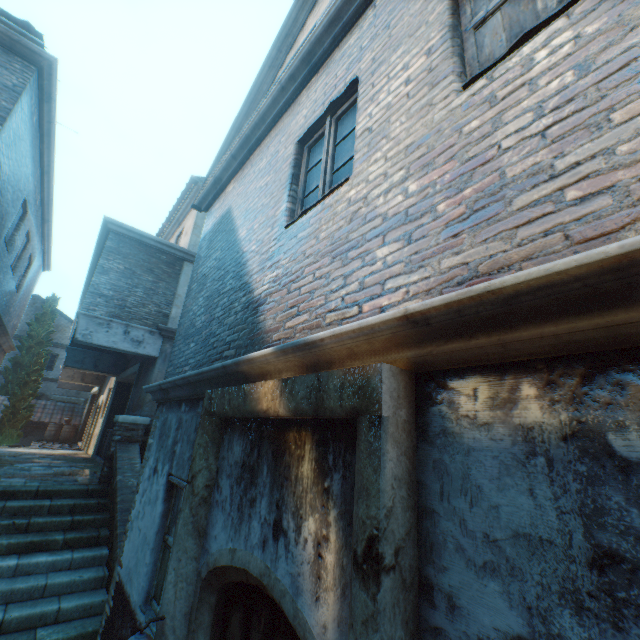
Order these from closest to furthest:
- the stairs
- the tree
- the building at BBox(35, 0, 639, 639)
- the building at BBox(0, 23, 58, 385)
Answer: the building at BBox(35, 0, 639, 639), the stairs, the building at BBox(0, 23, 58, 385), the tree

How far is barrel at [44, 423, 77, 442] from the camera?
18.5 meters

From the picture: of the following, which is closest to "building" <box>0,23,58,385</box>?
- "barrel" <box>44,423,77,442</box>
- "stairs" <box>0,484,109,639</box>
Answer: "stairs" <box>0,484,109,639</box>

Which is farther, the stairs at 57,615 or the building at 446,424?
the stairs at 57,615

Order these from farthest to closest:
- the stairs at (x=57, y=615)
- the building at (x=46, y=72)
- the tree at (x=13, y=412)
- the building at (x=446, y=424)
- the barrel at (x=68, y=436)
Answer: the barrel at (x=68, y=436) → the tree at (x=13, y=412) → the building at (x=46, y=72) → the stairs at (x=57, y=615) → the building at (x=446, y=424)

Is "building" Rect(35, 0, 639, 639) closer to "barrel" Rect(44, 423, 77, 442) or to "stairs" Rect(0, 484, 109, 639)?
"stairs" Rect(0, 484, 109, 639)

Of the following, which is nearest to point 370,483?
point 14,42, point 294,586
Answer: point 294,586

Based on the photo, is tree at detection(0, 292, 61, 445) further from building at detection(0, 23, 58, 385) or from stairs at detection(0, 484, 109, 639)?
stairs at detection(0, 484, 109, 639)
